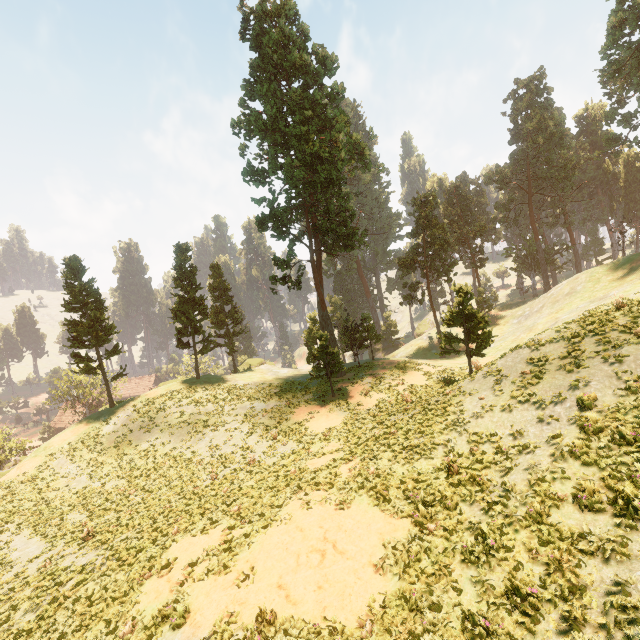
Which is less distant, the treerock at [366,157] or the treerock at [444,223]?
the treerock at [444,223]

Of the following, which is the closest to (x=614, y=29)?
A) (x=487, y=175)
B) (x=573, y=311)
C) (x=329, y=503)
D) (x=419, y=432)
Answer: (x=487, y=175)

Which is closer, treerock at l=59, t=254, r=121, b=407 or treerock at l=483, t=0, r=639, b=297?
treerock at l=59, t=254, r=121, b=407

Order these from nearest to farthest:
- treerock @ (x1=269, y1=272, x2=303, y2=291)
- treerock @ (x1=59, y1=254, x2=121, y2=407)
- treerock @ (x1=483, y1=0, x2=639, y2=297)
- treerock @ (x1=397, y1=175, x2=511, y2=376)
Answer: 1. treerock @ (x1=397, y1=175, x2=511, y2=376)
2. treerock @ (x1=59, y1=254, x2=121, y2=407)
3. treerock @ (x1=269, y1=272, x2=303, y2=291)
4. treerock @ (x1=483, y1=0, x2=639, y2=297)

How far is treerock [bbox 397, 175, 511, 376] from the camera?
26.6 meters
